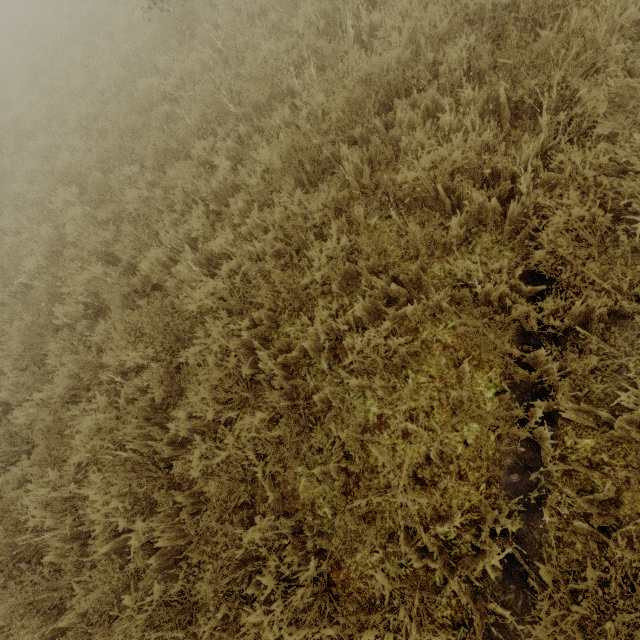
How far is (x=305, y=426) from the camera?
2.9 meters
